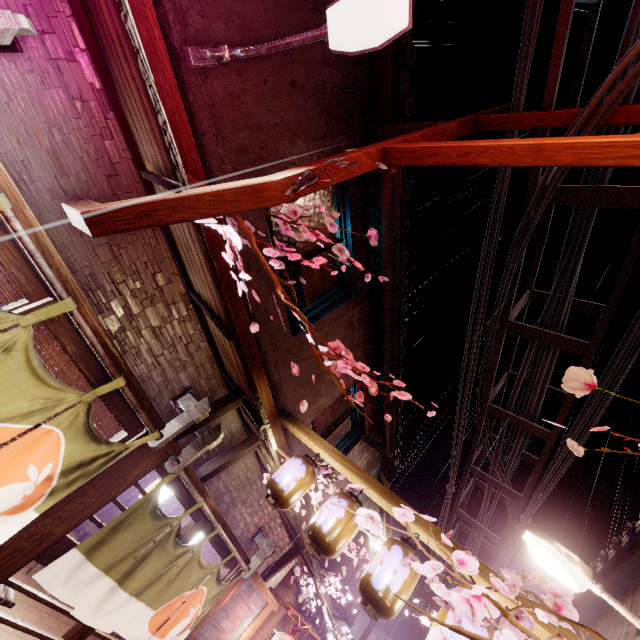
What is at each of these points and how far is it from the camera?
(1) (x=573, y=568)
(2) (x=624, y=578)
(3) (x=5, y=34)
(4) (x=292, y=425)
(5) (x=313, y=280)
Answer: (1) light, 6.5m
(2) house, 10.1m
(3) wood base, 3.5m
(4) wood support, 9.2m
(5) blind, 9.6m

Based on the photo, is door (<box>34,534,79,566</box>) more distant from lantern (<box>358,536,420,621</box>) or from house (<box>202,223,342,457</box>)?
lantern (<box>358,536,420,621</box>)

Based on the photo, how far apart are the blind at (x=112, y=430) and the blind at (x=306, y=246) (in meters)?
5.54

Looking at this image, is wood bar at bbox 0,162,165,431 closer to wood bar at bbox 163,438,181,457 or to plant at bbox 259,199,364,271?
wood bar at bbox 163,438,181,457

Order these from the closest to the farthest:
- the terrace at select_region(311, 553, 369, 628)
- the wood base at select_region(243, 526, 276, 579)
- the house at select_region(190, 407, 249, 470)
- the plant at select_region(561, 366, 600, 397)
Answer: the plant at select_region(561, 366, 600, 397) < the house at select_region(190, 407, 249, 470) < the wood base at select_region(243, 526, 276, 579) < the terrace at select_region(311, 553, 369, 628)

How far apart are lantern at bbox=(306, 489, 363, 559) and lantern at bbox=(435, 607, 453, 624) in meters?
2.0 m

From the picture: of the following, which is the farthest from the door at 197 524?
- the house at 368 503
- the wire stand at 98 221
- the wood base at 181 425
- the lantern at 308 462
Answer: the house at 368 503

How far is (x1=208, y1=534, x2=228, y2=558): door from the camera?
9.21m
